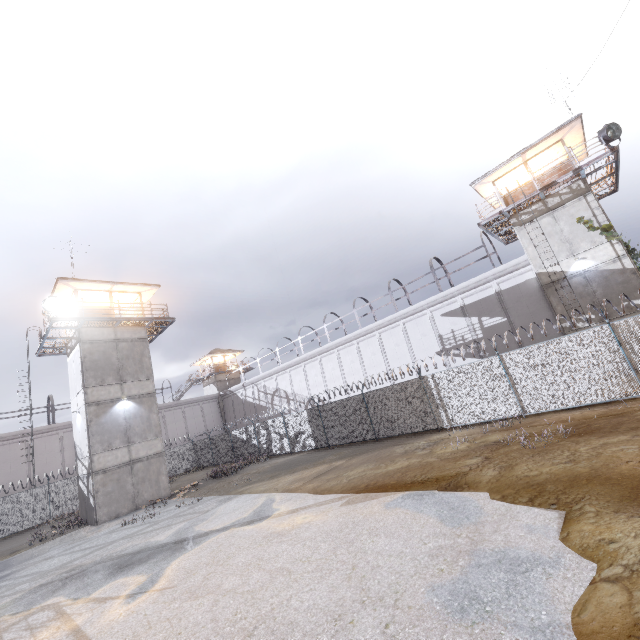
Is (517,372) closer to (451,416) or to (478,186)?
(451,416)

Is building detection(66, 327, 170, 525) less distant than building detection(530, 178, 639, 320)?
No

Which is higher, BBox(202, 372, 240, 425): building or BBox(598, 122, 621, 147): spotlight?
BBox(598, 122, 621, 147): spotlight

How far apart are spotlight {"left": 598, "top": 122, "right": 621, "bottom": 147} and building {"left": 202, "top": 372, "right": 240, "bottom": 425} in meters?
45.1 m

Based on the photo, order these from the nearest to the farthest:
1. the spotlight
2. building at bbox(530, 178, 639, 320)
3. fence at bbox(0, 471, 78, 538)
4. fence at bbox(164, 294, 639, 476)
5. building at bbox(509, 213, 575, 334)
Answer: fence at bbox(164, 294, 639, 476) < the spotlight < building at bbox(530, 178, 639, 320) < building at bbox(509, 213, 575, 334) < fence at bbox(0, 471, 78, 538)

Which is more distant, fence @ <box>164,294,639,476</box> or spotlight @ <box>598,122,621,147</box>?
spotlight @ <box>598,122,621,147</box>

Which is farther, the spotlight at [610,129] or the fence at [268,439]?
the spotlight at [610,129]

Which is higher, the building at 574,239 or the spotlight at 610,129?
the spotlight at 610,129
